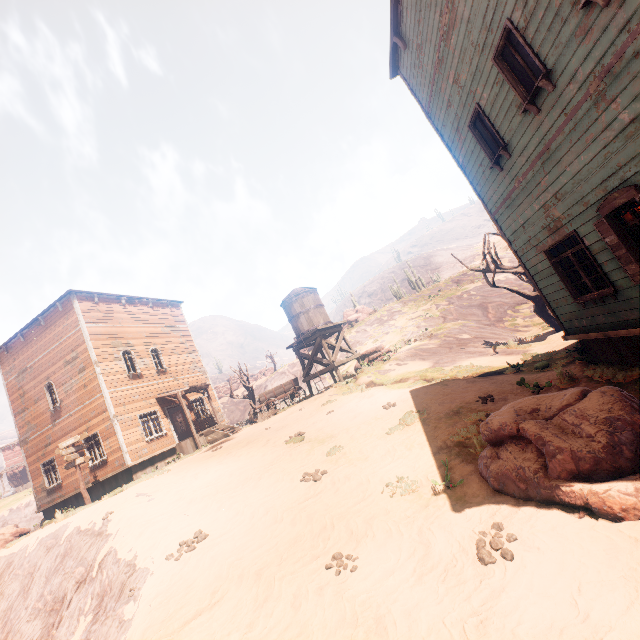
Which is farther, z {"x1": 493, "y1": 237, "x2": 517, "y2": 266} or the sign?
z {"x1": 493, "y1": 237, "x2": 517, "y2": 266}

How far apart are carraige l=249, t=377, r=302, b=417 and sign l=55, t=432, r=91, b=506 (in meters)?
→ 8.21

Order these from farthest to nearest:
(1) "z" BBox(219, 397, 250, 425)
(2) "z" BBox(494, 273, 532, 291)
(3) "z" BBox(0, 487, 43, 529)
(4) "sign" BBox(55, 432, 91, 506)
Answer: (1) "z" BBox(219, 397, 250, 425) → (3) "z" BBox(0, 487, 43, 529) → (2) "z" BBox(494, 273, 532, 291) → (4) "sign" BBox(55, 432, 91, 506)

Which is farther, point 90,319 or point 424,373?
point 90,319

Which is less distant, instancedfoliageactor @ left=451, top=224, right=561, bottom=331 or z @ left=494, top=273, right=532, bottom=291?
instancedfoliageactor @ left=451, top=224, right=561, bottom=331

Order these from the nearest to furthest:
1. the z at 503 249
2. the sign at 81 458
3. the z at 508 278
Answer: the sign at 81 458 < the z at 508 278 < the z at 503 249

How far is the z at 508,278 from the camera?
27.16m

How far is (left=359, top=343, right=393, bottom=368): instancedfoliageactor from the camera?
→ 19.5m
